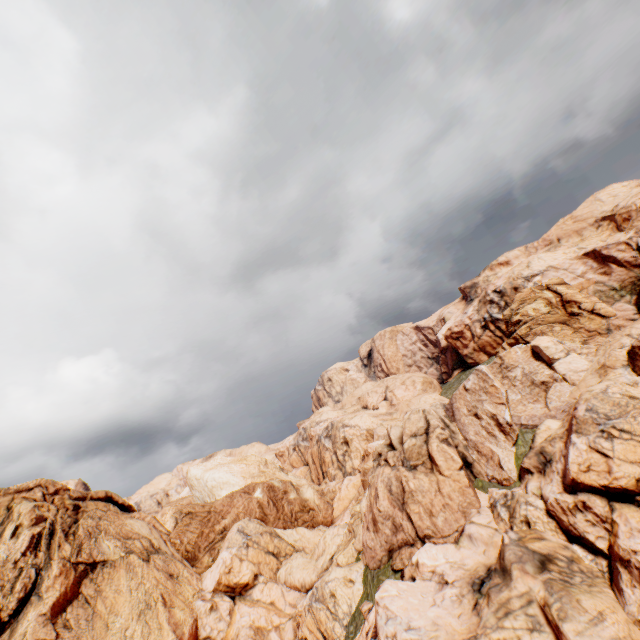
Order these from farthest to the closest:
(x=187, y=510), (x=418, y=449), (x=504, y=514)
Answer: (x=187, y=510) → (x=418, y=449) → (x=504, y=514)
